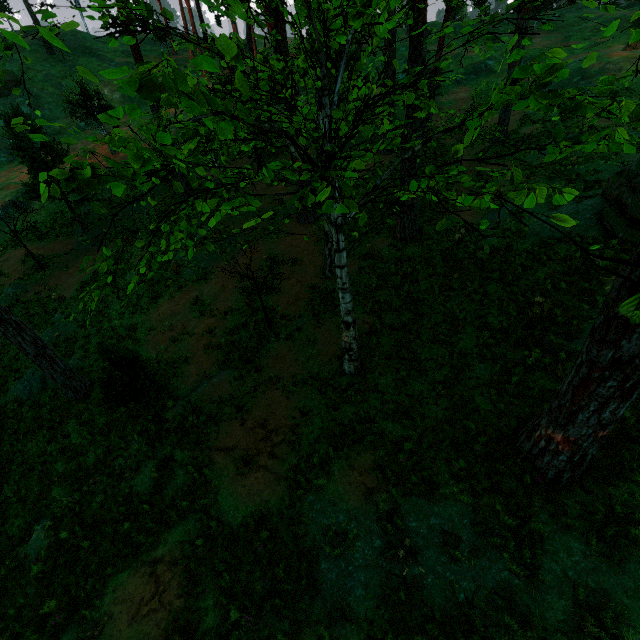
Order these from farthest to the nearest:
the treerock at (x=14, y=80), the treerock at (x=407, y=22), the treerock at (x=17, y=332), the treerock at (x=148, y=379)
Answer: the treerock at (x=17, y=332), the treerock at (x=148, y=379), the treerock at (x=407, y=22), the treerock at (x=14, y=80)

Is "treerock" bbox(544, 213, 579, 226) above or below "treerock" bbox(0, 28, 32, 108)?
below

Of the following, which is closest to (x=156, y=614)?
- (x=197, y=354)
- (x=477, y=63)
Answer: (x=197, y=354)

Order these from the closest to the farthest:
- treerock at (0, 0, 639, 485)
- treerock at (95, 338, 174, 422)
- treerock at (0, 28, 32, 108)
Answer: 1. treerock at (0, 28, 32, 108)
2. treerock at (0, 0, 639, 485)
3. treerock at (95, 338, 174, 422)

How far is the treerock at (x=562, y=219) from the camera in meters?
3.1

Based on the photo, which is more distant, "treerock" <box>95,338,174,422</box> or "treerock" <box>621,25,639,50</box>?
"treerock" <box>95,338,174,422</box>
